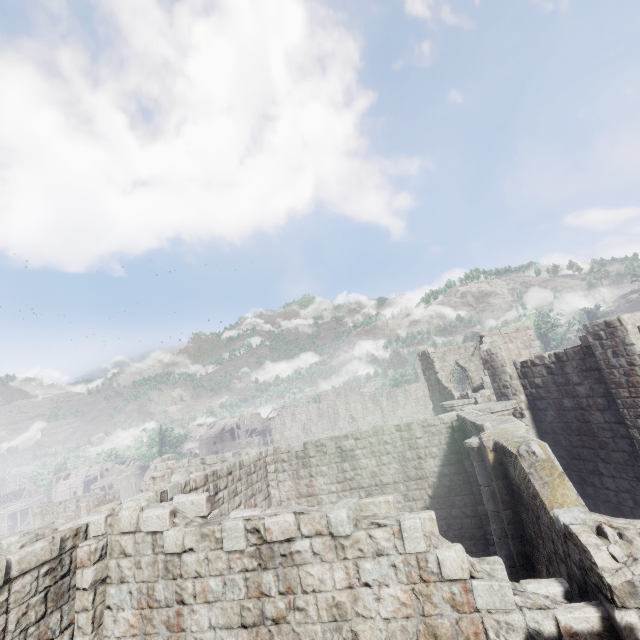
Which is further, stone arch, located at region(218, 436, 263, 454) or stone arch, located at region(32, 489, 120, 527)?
stone arch, located at region(218, 436, 263, 454)

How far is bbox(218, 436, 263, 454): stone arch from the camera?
57.1 meters

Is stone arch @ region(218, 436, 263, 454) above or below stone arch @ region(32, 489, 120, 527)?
above

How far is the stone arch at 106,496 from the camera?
27.4m

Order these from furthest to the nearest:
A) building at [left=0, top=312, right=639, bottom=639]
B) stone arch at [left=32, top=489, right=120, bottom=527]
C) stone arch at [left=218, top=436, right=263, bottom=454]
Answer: stone arch at [left=218, top=436, right=263, bottom=454] → stone arch at [left=32, top=489, right=120, bottom=527] → building at [left=0, top=312, right=639, bottom=639]

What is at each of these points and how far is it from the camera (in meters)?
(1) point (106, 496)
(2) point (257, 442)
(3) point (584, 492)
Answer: (1) stone arch, 28.44
(2) stone arch, 57.25
(3) building, 12.54
